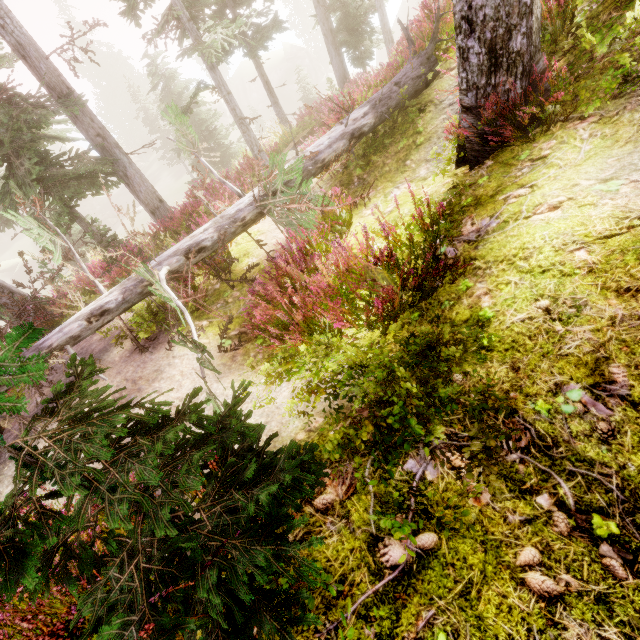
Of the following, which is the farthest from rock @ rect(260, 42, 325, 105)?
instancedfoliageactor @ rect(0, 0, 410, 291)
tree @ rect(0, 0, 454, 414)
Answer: tree @ rect(0, 0, 454, 414)

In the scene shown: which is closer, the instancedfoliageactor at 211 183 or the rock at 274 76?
the instancedfoliageactor at 211 183

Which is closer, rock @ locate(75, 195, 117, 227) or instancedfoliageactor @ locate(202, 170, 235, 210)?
instancedfoliageactor @ locate(202, 170, 235, 210)

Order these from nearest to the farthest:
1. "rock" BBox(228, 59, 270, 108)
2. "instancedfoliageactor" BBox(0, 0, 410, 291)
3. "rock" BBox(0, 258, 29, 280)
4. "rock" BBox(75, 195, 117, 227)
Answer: "instancedfoliageactor" BBox(0, 0, 410, 291) < "rock" BBox(0, 258, 29, 280) < "rock" BBox(75, 195, 117, 227) < "rock" BBox(228, 59, 270, 108)

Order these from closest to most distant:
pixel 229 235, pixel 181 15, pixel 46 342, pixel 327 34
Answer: pixel 46 342, pixel 229 235, pixel 181 15, pixel 327 34

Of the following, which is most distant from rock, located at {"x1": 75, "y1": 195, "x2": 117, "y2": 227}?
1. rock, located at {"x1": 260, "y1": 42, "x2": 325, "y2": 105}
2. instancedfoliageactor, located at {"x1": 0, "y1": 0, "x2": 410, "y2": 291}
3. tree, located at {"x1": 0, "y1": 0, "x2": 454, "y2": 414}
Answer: tree, located at {"x1": 0, "y1": 0, "x2": 454, "y2": 414}

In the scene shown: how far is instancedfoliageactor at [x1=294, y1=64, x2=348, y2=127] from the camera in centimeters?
748cm

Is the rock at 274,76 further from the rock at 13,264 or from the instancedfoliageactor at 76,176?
the rock at 13,264
